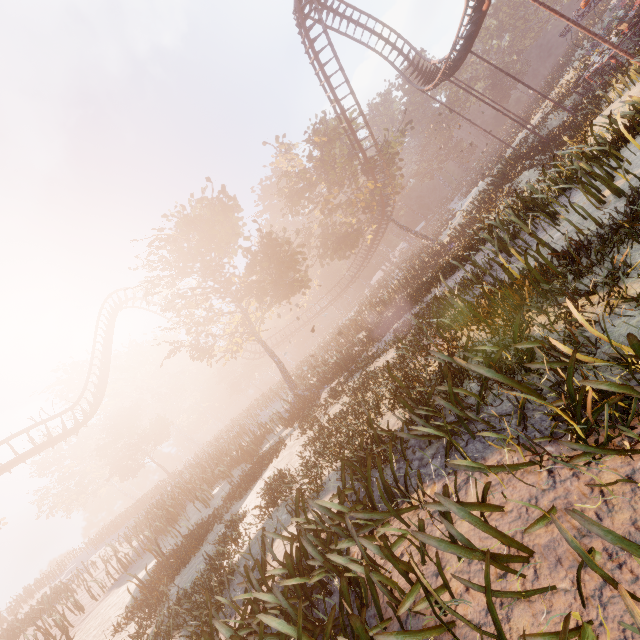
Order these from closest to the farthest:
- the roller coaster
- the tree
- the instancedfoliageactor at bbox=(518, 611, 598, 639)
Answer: the instancedfoliageactor at bbox=(518, 611, 598, 639)
the tree
the roller coaster

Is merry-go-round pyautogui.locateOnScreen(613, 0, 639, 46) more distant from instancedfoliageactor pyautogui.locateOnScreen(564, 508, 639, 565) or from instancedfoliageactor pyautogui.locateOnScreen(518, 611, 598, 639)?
instancedfoliageactor pyautogui.locateOnScreen(518, 611, 598, 639)

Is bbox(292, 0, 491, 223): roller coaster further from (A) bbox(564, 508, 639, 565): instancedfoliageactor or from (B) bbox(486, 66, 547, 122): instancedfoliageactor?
(B) bbox(486, 66, 547, 122): instancedfoliageactor

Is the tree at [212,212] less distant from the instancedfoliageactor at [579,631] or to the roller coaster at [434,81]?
the roller coaster at [434,81]

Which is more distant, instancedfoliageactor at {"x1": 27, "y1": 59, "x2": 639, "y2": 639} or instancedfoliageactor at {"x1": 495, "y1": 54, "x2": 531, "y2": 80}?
instancedfoliageactor at {"x1": 495, "y1": 54, "x2": 531, "y2": 80}

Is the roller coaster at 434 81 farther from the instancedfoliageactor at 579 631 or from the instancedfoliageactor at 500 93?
the instancedfoliageactor at 500 93

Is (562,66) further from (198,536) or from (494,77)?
(198,536)
